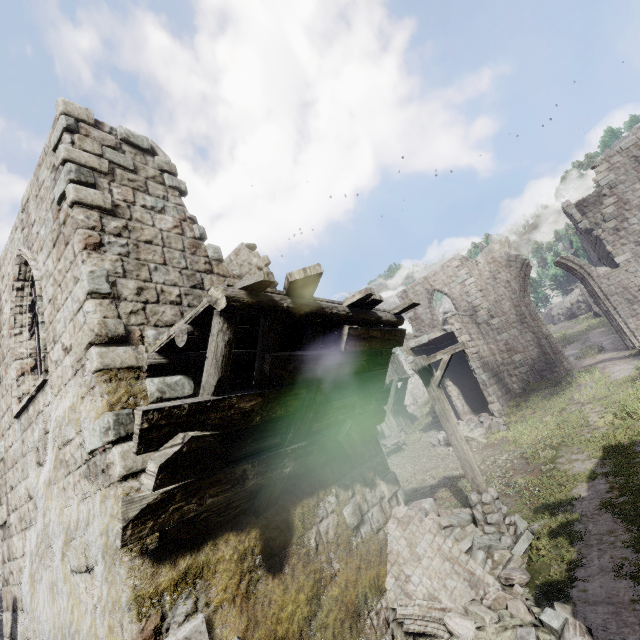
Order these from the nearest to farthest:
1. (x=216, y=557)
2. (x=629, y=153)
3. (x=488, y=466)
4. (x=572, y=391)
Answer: (x=216, y=557), (x=488, y=466), (x=572, y=391), (x=629, y=153)

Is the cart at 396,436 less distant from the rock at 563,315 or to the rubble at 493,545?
the rubble at 493,545

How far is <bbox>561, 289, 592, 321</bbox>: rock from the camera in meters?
49.8 m

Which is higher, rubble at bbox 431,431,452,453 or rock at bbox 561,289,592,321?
rock at bbox 561,289,592,321

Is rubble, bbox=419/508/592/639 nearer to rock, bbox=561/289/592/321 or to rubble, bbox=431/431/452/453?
rubble, bbox=431/431/452/453

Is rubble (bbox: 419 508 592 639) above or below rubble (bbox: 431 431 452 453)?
below

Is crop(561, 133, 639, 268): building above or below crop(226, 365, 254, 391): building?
above

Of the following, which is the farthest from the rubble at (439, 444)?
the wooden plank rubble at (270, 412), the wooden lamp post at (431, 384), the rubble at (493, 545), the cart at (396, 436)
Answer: the wooden plank rubble at (270, 412)
